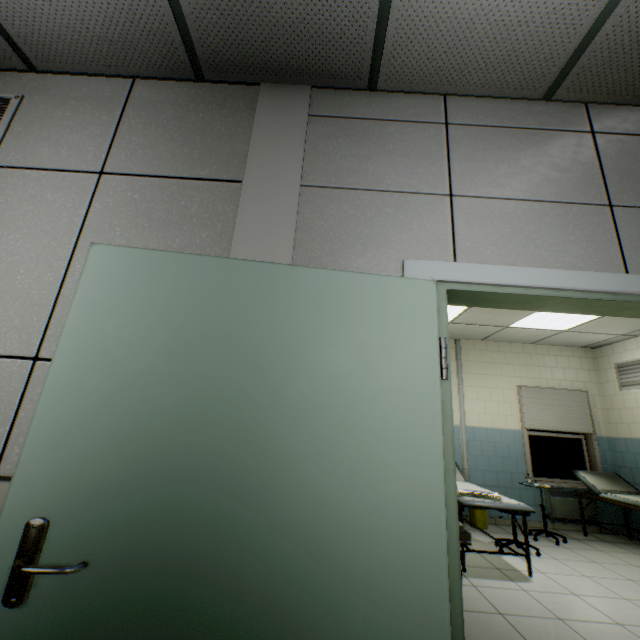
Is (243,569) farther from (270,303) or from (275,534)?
(270,303)

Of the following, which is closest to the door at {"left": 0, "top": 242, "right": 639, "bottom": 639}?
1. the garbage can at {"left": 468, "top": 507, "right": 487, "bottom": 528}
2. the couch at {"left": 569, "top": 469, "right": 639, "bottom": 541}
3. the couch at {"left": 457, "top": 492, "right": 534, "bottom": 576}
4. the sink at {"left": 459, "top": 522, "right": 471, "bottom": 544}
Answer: the sink at {"left": 459, "top": 522, "right": 471, "bottom": 544}

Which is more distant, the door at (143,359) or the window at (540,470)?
the window at (540,470)

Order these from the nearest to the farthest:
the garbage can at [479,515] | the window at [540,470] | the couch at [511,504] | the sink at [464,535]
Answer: the sink at [464,535]
the couch at [511,504]
the garbage can at [479,515]
the window at [540,470]

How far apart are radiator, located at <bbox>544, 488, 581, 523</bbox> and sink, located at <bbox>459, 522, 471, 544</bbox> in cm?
505

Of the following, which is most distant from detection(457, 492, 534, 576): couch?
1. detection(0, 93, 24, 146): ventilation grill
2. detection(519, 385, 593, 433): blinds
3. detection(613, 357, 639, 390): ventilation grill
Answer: detection(0, 93, 24, 146): ventilation grill

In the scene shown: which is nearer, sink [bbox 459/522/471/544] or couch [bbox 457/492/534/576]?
sink [bbox 459/522/471/544]
